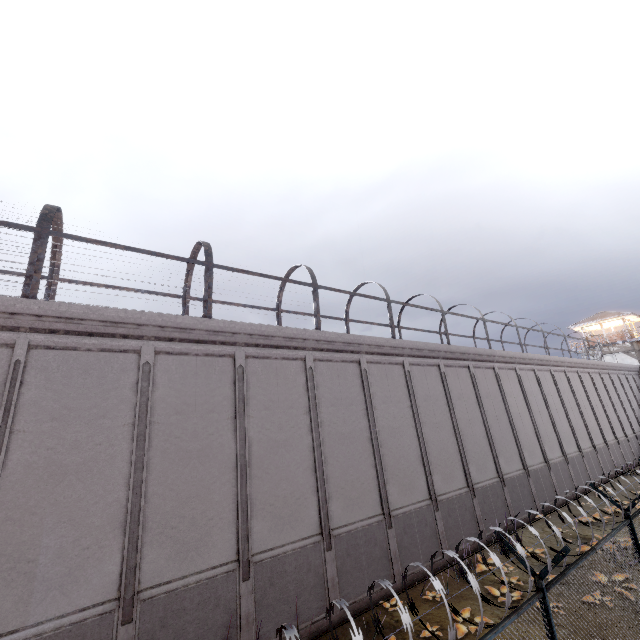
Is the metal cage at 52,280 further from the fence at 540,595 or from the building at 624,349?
the building at 624,349

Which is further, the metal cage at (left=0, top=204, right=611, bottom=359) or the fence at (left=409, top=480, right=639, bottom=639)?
the metal cage at (left=0, top=204, right=611, bottom=359)

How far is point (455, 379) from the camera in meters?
15.7 m

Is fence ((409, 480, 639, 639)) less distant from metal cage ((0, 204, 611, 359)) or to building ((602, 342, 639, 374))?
metal cage ((0, 204, 611, 359))

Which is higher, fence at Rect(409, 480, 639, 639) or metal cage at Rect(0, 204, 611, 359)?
metal cage at Rect(0, 204, 611, 359)

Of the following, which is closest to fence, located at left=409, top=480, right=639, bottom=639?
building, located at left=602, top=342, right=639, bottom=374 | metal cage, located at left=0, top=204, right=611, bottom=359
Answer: metal cage, located at left=0, top=204, right=611, bottom=359

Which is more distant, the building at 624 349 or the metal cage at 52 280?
the building at 624 349

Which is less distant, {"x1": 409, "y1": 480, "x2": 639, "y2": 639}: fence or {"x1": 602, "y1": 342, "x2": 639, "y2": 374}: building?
{"x1": 409, "y1": 480, "x2": 639, "y2": 639}: fence
